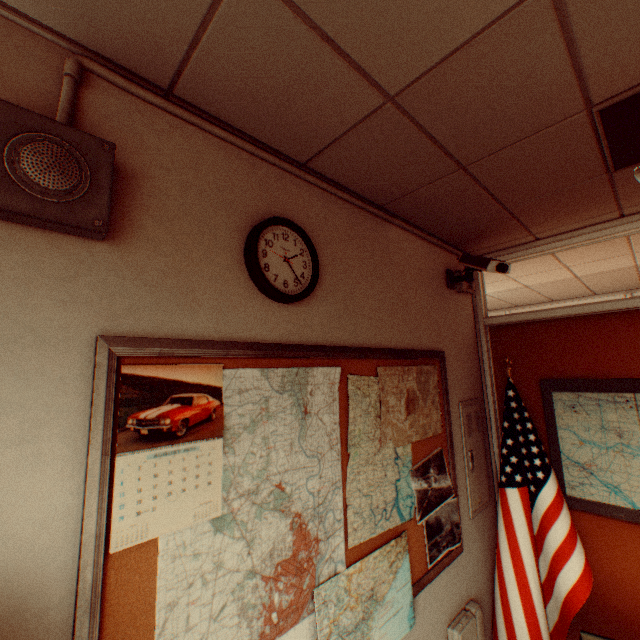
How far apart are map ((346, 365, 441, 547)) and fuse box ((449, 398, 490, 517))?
0.3m

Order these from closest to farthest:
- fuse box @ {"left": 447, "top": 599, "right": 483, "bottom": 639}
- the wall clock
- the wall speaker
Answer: the wall speaker, the wall clock, fuse box @ {"left": 447, "top": 599, "right": 483, "bottom": 639}

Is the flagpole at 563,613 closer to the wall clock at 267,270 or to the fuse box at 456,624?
the fuse box at 456,624

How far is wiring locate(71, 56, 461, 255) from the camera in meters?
1.1 m

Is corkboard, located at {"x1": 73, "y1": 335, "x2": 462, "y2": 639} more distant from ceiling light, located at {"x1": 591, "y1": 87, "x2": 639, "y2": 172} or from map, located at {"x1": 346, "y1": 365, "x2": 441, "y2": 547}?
ceiling light, located at {"x1": 591, "y1": 87, "x2": 639, "y2": 172}

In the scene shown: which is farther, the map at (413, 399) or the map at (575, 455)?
the map at (575, 455)

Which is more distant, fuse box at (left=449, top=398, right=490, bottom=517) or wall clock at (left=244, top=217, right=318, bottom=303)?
fuse box at (left=449, top=398, right=490, bottom=517)

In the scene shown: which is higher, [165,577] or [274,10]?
[274,10]
